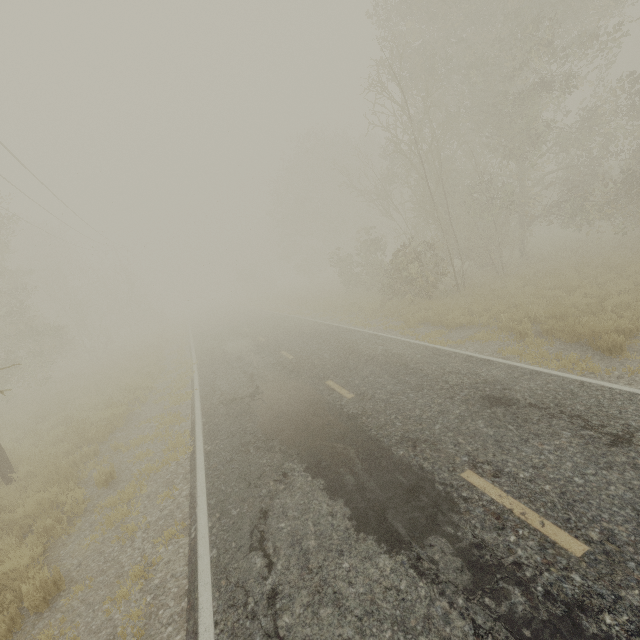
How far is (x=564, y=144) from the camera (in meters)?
16.58
